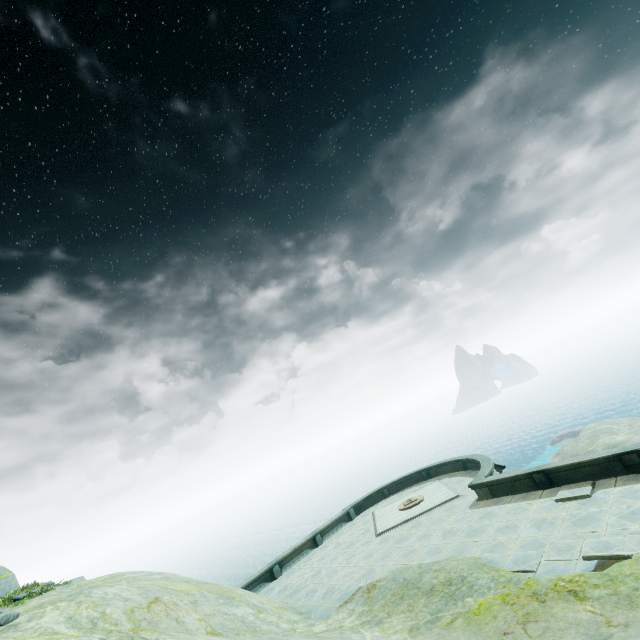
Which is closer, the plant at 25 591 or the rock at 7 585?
the plant at 25 591

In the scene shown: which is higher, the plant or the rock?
the rock

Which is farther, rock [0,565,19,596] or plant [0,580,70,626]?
rock [0,565,19,596]

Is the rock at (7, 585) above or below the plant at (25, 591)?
A: above

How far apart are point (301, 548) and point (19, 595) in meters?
15.2 m
